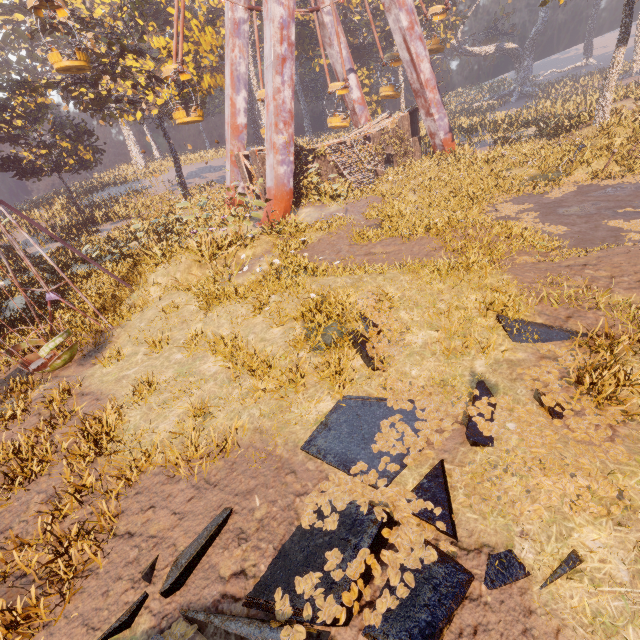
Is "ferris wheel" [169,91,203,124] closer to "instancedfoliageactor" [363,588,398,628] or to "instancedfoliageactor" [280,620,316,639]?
"instancedfoliageactor" [363,588,398,628]

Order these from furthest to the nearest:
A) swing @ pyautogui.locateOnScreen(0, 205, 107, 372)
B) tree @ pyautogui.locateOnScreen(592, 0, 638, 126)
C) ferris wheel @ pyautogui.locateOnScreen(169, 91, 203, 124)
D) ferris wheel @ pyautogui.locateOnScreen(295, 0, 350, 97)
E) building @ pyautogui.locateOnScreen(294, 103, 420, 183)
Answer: building @ pyautogui.locateOnScreen(294, 103, 420, 183)
ferris wheel @ pyautogui.locateOnScreen(295, 0, 350, 97)
ferris wheel @ pyautogui.locateOnScreen(169, 91, 203, 124)
tree @ pyautogui.locateOnScreen(592, 0, 638, 126)
swing @ pyautogui.locateOnScreen(0, 205, 107, 372)

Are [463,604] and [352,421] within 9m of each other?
yes

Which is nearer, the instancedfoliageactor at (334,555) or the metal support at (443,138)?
the instancedfoliageactor at (334,555)

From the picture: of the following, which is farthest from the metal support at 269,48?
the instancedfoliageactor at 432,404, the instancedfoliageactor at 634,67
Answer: the instancedfoliageactor at 634,67

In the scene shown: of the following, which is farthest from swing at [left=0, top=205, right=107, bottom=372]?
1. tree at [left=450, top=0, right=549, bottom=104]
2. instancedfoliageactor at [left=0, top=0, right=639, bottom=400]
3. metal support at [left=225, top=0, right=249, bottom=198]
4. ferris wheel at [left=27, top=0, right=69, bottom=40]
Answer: tree at [left=450, top=0, right=549, bottom=104]

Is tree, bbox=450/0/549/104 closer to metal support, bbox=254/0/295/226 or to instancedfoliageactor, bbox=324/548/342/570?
metal support, bbox=254/0/295/226

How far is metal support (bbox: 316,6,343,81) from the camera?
23.4 meters
